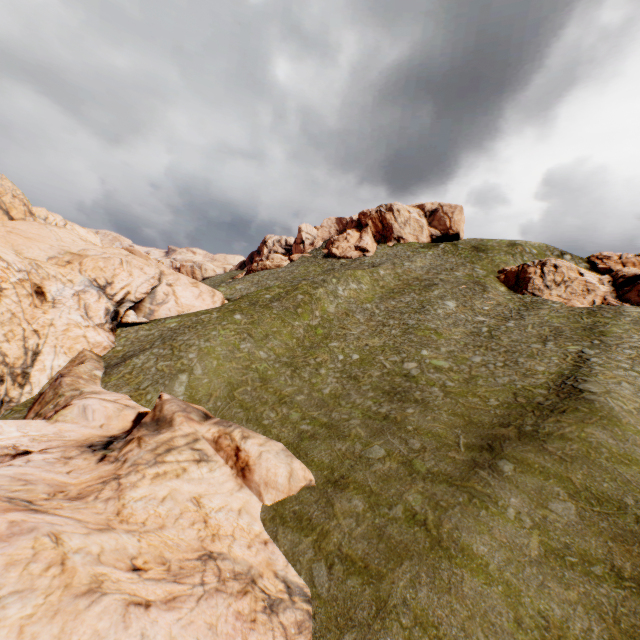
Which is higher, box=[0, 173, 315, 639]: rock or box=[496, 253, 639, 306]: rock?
box=[496, 253, 639, 306]: rock

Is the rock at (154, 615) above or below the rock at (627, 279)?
below

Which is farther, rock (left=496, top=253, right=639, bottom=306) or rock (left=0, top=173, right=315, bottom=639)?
rock (left=496, top=253, right=639, bottom=306)

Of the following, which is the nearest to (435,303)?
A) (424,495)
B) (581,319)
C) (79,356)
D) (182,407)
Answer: (581,319)

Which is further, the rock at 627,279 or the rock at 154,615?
the rock at 627,279
